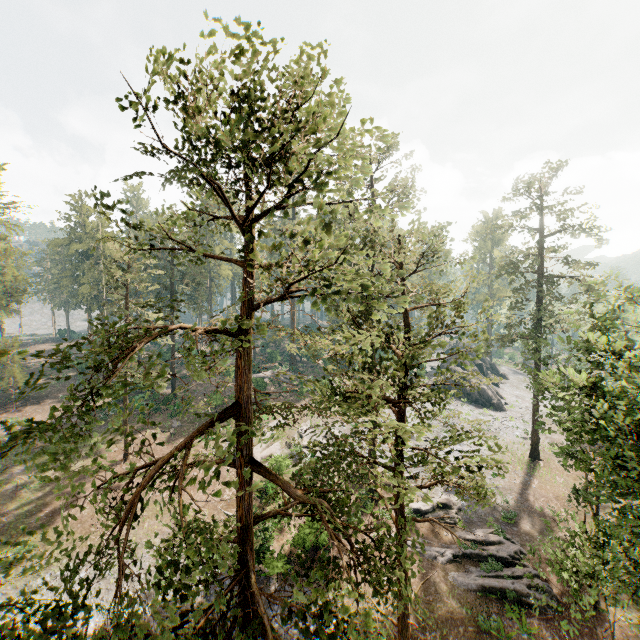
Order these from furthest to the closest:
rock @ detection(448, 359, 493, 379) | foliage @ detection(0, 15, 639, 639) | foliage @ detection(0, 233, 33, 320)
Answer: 1. rock @ detection(448, 359, 493, 379)
2. foliage @ detection(0, 233, 33, 320)
3. foliage @ detection(0, 15, 639, 639)

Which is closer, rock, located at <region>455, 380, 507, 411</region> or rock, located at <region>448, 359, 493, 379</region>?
rock, located at <region>455, 380, 507, 411</region>

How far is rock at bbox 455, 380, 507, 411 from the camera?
46.1m

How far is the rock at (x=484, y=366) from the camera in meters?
49.7

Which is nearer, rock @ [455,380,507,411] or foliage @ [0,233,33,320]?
foliage @ [0,233,33,320]

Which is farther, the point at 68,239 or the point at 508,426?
the point at 68,239

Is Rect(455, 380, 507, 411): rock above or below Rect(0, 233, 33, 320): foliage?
below
